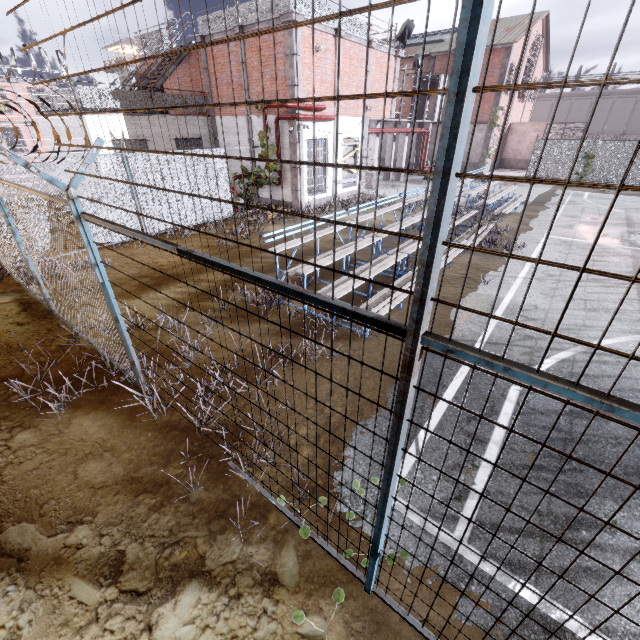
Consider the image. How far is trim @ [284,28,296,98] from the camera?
12.55m

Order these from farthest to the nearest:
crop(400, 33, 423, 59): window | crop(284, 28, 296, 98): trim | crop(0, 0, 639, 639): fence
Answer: crop(400, 33, 423, 59): window < crop(284, 28, 296, 98): trim < crop(0, 0, 639, 639): fence

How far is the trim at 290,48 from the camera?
12.55m

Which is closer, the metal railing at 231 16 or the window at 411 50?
the metal railing at 231 16

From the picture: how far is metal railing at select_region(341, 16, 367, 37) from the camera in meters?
14.5 m

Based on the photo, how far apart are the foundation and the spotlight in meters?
19.1 m

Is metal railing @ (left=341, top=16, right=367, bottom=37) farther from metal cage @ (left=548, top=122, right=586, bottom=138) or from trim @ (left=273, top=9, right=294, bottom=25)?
metal cage @ (left=548, top=122, right=586, bottom=138)

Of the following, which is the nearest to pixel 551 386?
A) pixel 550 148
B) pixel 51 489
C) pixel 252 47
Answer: pixel 51 489
